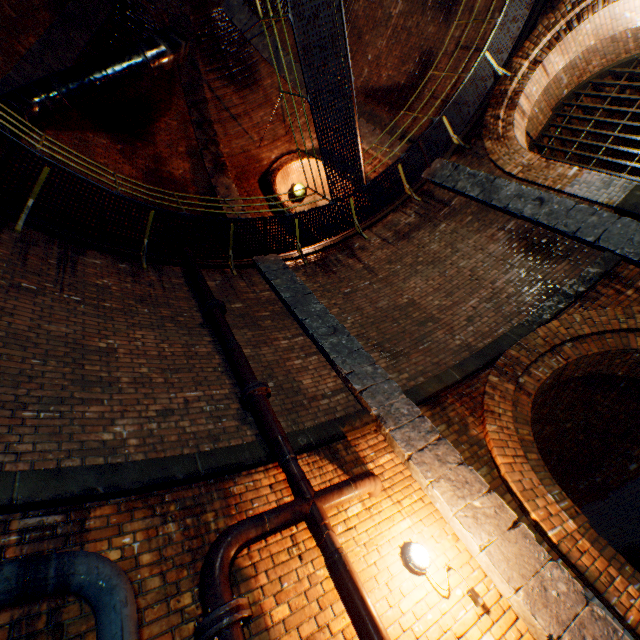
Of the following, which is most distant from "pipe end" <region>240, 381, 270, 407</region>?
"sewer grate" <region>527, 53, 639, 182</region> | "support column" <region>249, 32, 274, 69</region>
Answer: "sewer grate" <region>527, 53, 639, 182</region>

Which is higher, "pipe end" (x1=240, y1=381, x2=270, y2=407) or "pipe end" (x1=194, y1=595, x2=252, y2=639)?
"pipe end" (x1=240, y1=381, x2=270, y2=407)

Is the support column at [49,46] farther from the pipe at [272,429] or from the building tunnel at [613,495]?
the building tunnel at [613,495]

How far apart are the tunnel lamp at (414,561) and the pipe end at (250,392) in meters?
2.3

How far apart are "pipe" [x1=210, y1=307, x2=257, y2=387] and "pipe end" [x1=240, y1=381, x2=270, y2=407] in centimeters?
3cm

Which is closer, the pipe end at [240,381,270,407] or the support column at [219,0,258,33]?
the pipe end at [240,381,270,407]

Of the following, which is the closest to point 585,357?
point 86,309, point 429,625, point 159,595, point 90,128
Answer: point 429,625

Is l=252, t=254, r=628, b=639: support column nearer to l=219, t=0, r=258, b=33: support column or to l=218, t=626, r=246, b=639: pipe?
l=218, t=626, r=246, b=639: pipe
